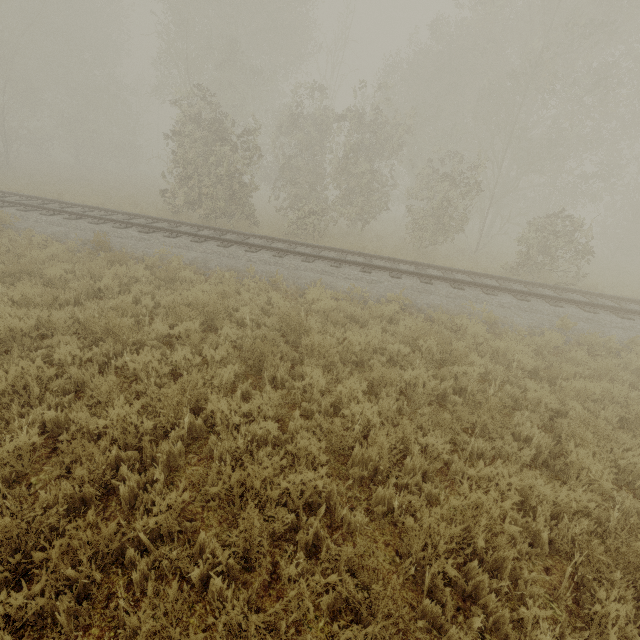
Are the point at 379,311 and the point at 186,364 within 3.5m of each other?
no
